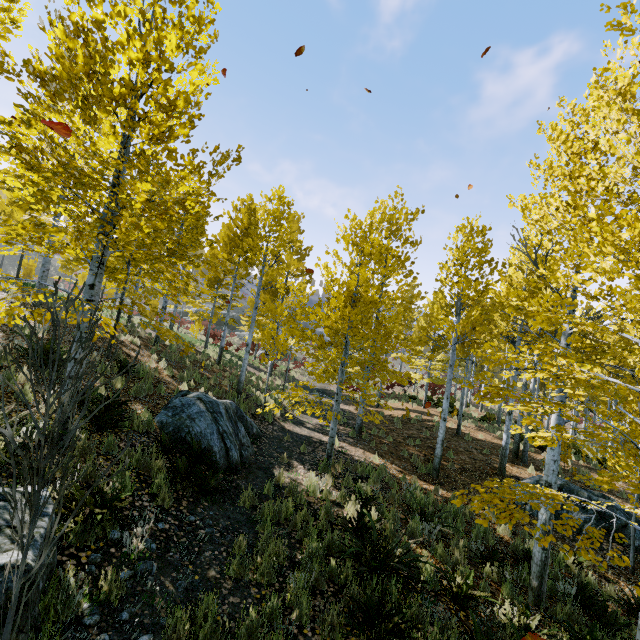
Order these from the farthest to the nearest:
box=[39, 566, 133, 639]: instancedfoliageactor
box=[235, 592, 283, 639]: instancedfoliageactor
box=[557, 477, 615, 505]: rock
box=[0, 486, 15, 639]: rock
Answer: box=[557, 477, 615, 505]: rock < box=[235, 592, 283, 639]: instancedfoliageactor < box=[39, 566, 133, 639]: instancedfoliageactor < box=[0, 486, 15, 639]: rock

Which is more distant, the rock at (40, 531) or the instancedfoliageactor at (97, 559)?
the instancedfoliageactor at (97, 559)

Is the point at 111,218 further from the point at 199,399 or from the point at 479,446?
the point at 479,446

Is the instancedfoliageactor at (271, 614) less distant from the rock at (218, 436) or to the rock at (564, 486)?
the rock at (218, 436)

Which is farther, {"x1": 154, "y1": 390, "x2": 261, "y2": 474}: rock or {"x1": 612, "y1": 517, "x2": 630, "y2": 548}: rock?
{"x1": 612, "y1": 517, "x2": 630, "y2": 548}: rock

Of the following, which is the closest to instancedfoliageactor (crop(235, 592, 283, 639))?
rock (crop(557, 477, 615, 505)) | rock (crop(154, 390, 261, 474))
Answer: rock (crop(154, 390, 261, 474))

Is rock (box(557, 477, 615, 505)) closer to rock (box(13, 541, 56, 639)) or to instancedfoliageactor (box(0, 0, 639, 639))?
rock (box(13, 541, 56, 639))
